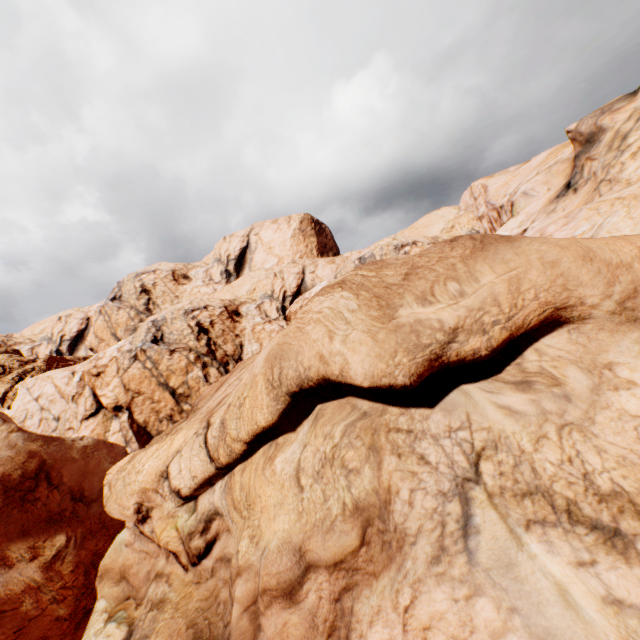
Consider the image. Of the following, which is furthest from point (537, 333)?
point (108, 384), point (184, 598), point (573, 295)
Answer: point (108, 384)
